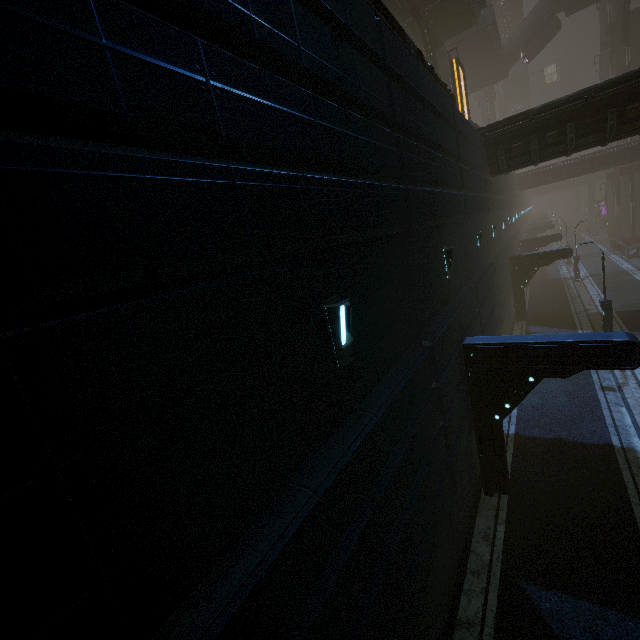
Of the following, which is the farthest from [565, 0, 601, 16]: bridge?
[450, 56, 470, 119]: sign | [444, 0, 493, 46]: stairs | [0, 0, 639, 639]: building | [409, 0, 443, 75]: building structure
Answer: [450, 56, 470, 119]: sign

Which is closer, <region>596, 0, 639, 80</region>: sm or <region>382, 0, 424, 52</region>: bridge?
<region>382, 0, 424, 52</region>: bridge

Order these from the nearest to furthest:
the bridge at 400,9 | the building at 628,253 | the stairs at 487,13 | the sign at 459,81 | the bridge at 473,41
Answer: the sign at 459,81 < the bridge at 400,9 < the stairs at 487,13 < the bridge at 473,41 < the building at 628,253

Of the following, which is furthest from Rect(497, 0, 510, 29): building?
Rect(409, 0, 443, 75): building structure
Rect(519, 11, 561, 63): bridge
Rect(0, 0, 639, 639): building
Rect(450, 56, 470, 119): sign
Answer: Rect(450, 56, 470, 119): sign

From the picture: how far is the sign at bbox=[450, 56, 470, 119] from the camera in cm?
2062

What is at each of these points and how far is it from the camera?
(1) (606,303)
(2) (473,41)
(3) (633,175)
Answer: (1) street light, 16.9 meters
(2) bridge, 34.2 meters
(3) sm, 41.2 meters

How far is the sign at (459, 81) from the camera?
20.6m

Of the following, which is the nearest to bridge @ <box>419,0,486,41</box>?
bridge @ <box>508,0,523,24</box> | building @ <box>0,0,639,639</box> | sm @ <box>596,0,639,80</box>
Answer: sm @ <box>596,0,639,80</box>
